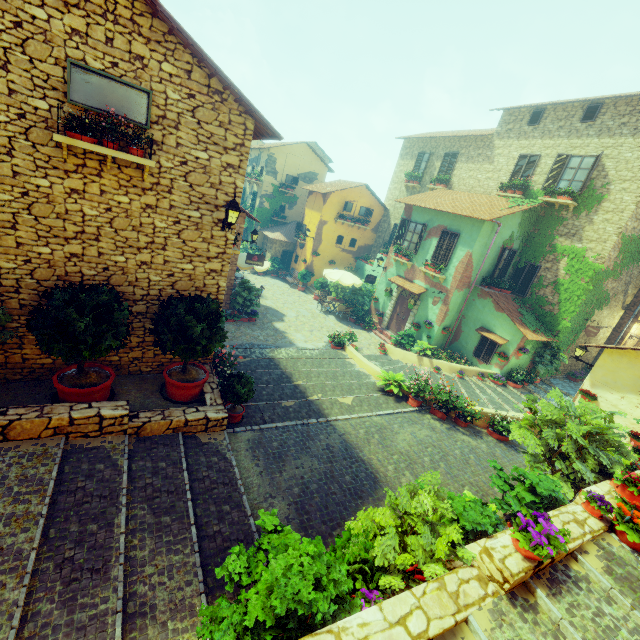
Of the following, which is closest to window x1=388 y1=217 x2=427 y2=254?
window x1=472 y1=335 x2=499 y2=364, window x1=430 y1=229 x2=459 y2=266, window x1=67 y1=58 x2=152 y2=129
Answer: window x1=430 y1=229 x2=459 y2=266

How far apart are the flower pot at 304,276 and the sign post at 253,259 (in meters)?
8.12

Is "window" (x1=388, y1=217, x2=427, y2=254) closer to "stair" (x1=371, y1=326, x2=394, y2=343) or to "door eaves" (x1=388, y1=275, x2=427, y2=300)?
"door eaves" (x1=388, y1=275, x2=427, y2=300)

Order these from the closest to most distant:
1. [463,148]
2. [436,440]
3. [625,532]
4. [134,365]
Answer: [625,532], [134,365], [436,440], [463,148]

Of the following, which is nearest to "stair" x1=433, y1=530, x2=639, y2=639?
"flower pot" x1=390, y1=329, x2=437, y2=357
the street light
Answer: the street light

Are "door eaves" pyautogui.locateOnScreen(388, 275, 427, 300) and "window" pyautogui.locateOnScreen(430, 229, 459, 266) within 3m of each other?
yes

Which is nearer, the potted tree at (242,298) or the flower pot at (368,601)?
the flower pot at (368,601)

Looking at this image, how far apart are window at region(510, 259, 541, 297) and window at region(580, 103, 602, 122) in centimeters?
631cm
